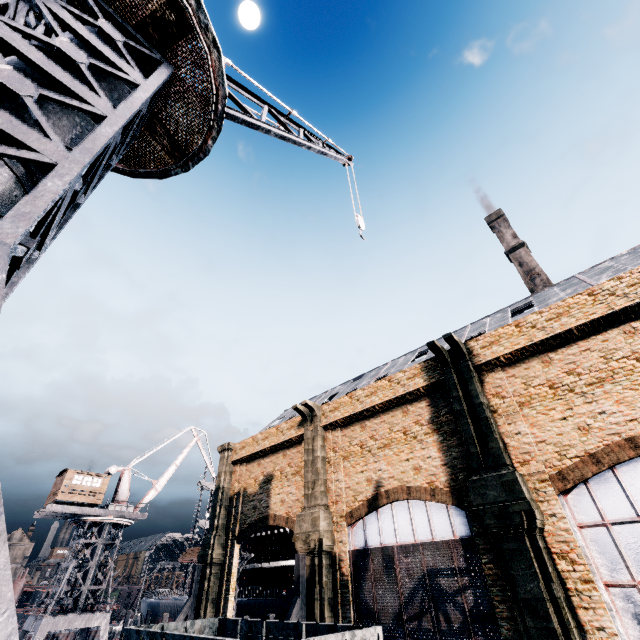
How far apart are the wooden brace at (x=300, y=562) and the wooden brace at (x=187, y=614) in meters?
11.7 m

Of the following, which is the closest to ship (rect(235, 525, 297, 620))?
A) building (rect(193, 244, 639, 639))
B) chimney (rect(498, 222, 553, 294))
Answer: building (rect(193, 244, 639, 639))

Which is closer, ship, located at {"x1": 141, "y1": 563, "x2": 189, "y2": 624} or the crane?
the crane

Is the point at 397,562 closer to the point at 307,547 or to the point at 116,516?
the point at 307,547

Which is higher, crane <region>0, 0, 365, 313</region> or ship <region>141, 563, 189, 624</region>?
crane <region>0, 0, 365, 313</region>

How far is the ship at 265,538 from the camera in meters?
31.1

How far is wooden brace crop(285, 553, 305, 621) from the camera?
17.7 meters

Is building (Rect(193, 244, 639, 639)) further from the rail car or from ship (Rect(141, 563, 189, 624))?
ship (Rect(141, 563, 189, 624))
